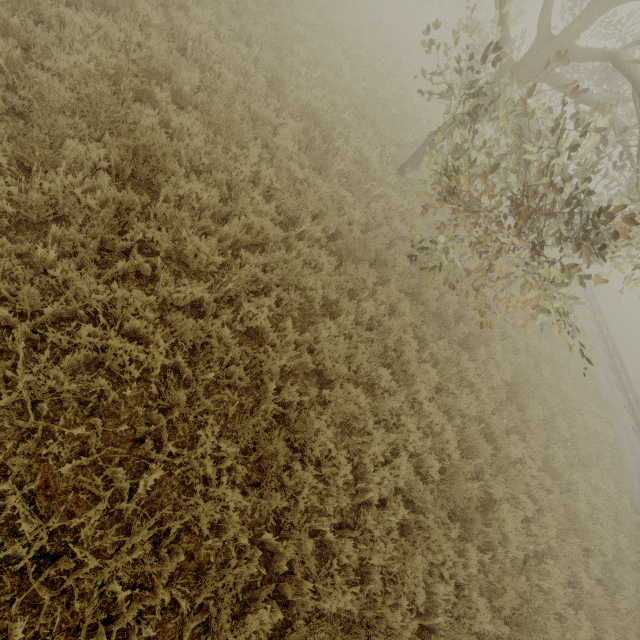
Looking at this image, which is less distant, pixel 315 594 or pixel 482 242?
pixel 315 594
